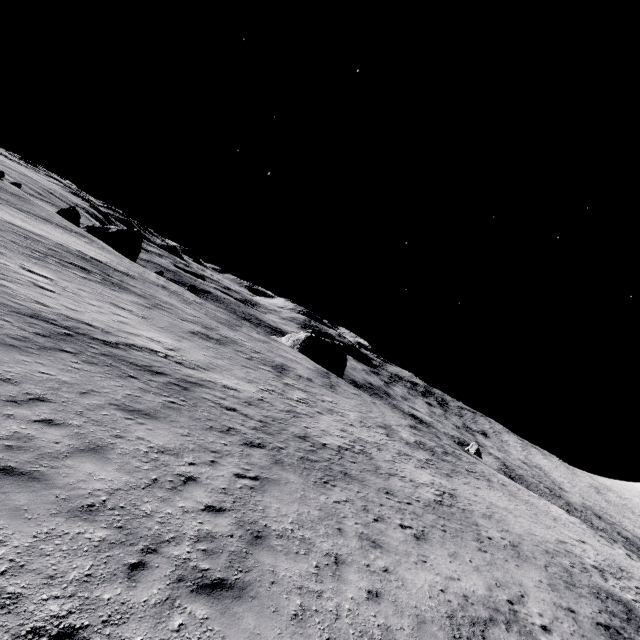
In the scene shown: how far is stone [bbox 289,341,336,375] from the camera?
58.3 meters

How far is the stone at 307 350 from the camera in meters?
58.3 m

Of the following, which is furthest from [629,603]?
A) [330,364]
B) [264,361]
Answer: [330,364]
